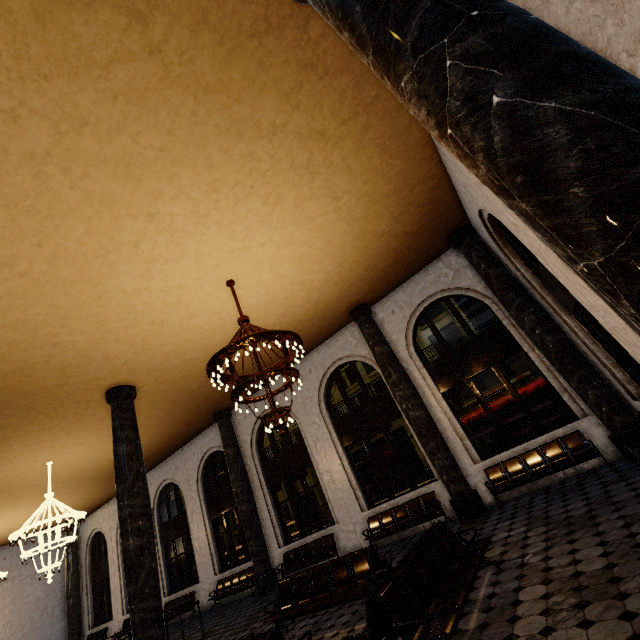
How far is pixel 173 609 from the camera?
14.2 meters
